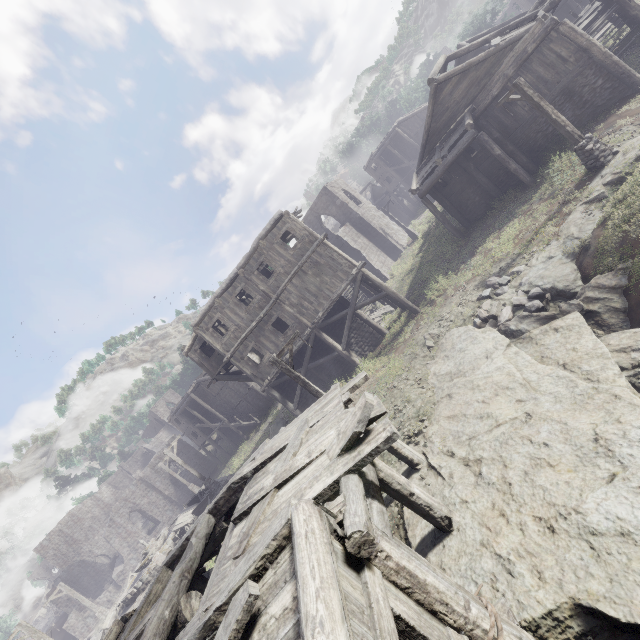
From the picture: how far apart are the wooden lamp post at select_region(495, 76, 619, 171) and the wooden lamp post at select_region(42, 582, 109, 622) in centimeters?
4073cm

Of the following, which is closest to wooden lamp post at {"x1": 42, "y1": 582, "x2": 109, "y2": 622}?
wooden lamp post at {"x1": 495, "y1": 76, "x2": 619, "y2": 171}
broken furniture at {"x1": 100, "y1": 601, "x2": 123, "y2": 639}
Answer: broken furniture at {"x1": 100, "y1": 601, "x2": 123, "y2": 639}

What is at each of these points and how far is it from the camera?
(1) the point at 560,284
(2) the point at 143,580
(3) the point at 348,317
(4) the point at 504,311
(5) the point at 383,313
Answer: (1) rock, 10.7 meters
(2) fountain, 20.9 meters
(3) building, 19.4 meters
(4) rubble, 11.8 meters
(5) wooden plank rubble, 24.2 meters

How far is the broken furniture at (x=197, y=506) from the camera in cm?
2172

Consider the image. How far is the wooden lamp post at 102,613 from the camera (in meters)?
24.02

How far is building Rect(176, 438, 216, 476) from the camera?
44.86m

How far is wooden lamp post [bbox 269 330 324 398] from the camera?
11.7m

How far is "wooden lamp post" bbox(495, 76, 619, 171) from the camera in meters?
12.5
